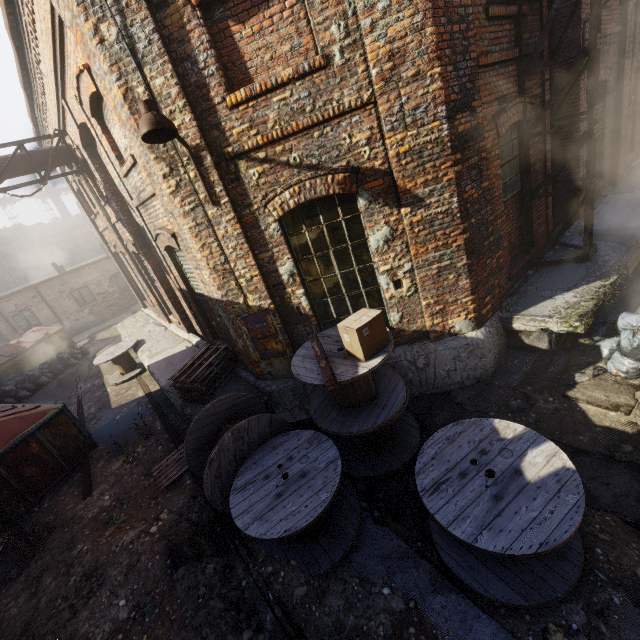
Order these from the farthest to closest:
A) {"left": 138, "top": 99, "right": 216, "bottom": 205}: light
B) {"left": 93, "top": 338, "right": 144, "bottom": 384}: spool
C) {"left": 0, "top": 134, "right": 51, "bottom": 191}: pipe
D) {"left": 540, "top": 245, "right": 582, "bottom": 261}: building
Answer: {"left": 93, "top": 338, "right": 144, "bottom": 384}: spool, {"left": 0, "top": 134, "right": 51, "bottom": 191}: pipe, {"left": 540, "top": 245, "right": 582, "bottom": 261}: building, {"left": 138, "top": 99, "right": 216, "bottom": 205}: light

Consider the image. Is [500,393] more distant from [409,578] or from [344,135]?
[344,135]

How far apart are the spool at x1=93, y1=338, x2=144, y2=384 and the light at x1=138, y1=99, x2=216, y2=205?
8.3 meters

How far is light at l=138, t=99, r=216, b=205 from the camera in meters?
3.6

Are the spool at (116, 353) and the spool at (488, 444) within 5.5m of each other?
no

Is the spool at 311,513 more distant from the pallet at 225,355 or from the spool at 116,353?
the spool at 116,353

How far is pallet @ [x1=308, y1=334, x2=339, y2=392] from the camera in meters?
3.9

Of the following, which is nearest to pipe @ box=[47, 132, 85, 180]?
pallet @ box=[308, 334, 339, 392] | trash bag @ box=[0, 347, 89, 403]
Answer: trash bag @ box=[0, 347, 89, 403]
